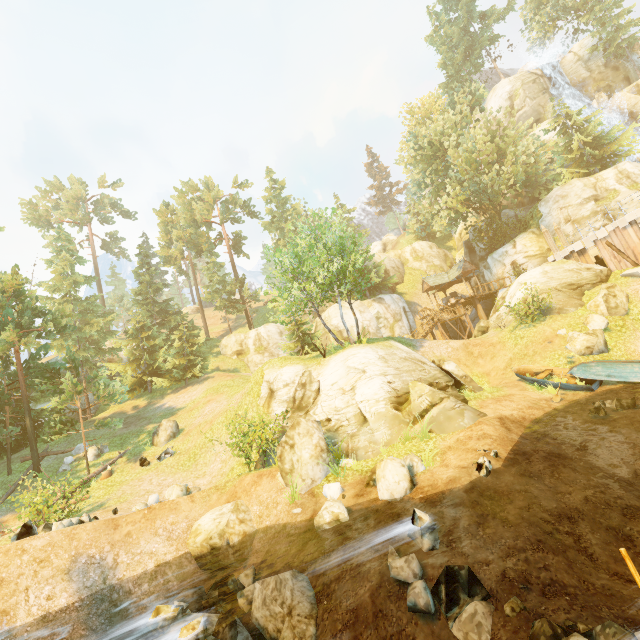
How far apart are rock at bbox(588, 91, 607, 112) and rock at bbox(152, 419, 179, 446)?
55.6m

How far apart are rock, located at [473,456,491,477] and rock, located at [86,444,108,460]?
23.5 meters

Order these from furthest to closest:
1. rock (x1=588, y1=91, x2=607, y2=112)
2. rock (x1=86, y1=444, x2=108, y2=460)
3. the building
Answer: rock (x1=588, y1=91, x2=607, y2=112) → the building → rock (x1=86, y1=444, x2=108, y2=460)

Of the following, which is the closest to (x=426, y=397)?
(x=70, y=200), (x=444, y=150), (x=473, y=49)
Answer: (x=444, y=150)

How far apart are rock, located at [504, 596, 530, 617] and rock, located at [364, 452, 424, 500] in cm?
370

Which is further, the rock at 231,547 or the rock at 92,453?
the rock at 92,453

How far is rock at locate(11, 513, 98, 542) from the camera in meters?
10.9 m

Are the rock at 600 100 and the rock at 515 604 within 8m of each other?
no
